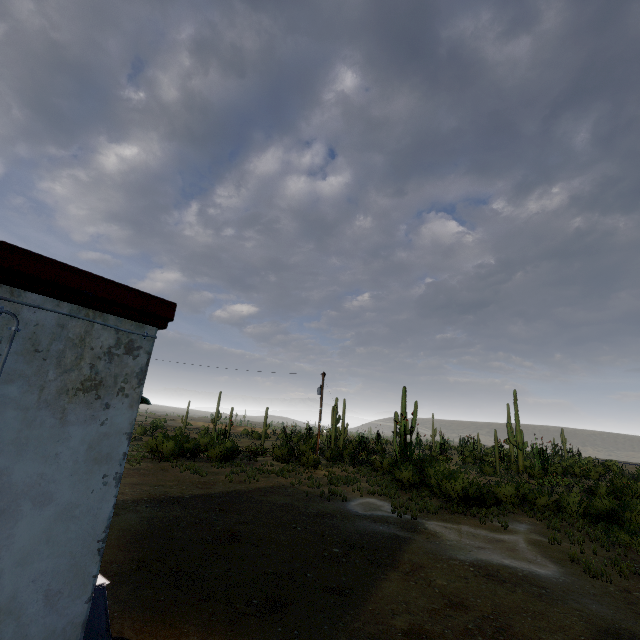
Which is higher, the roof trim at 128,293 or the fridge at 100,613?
the roof trim at 128,293

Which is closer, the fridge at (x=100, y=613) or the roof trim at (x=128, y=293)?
the roof trim at (x=128, y=293)

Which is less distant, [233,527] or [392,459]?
[233,527]

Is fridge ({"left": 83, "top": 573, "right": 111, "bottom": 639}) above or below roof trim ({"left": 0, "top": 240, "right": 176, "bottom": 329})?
below

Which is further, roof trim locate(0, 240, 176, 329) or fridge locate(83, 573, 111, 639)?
fridge locate(83, 573, 111, 639)
